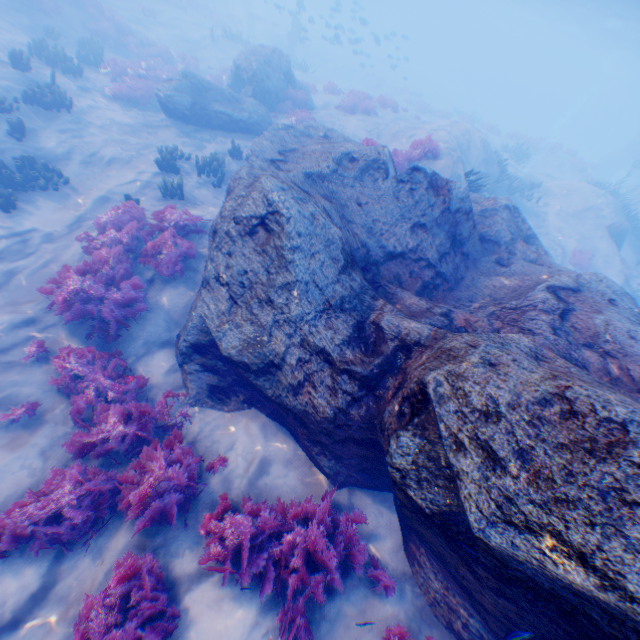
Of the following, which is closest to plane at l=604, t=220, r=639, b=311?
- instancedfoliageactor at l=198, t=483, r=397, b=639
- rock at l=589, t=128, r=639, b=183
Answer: instancedfoliageactor at l=198, t=483, r=397, b=639

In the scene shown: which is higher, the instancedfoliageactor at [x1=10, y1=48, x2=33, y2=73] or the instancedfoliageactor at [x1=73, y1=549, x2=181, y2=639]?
the instancedfoliageactor at [x1=73, y1=549, x2=181, y2=639]

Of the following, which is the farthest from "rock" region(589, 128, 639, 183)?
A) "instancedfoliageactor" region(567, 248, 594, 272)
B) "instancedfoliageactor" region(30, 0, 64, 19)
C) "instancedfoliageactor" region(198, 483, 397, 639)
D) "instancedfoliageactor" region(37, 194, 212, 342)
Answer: "instancedfoliageactor" region(198, 483, 397, 639)

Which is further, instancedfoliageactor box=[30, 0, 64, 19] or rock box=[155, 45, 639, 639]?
instancedfoliageactor box=[30, 0, 64, 19]

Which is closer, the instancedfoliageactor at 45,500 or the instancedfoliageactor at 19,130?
the instancedfoliageactor at 45,500

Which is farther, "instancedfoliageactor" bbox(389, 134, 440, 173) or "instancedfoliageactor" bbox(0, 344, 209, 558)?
"instancedfoliageactor" bbox(389, 134, 440, 173)

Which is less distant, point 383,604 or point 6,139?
point 383,604

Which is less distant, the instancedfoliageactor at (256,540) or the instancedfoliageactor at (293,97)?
the instancedfoliageactor at (256,540)
